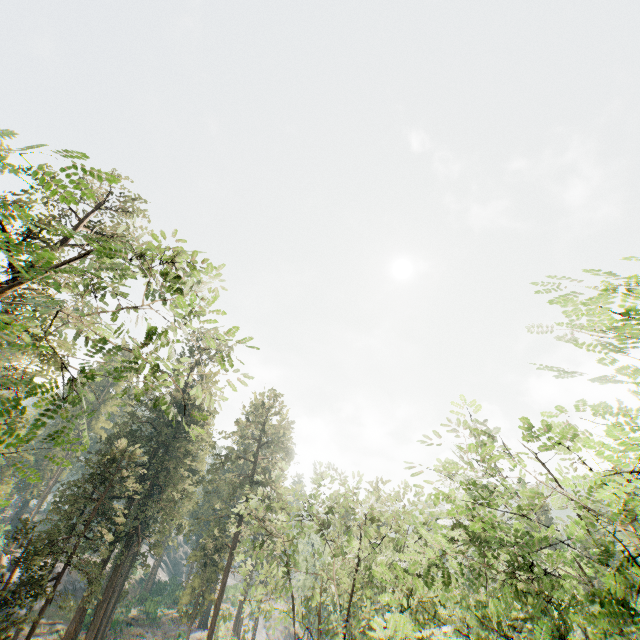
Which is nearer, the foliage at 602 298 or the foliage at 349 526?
the foliage at 602 298

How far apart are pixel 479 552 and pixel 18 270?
26.1m

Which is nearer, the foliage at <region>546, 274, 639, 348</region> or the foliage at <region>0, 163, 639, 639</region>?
the foliage at <region>546, 274, 639, 348</region>
